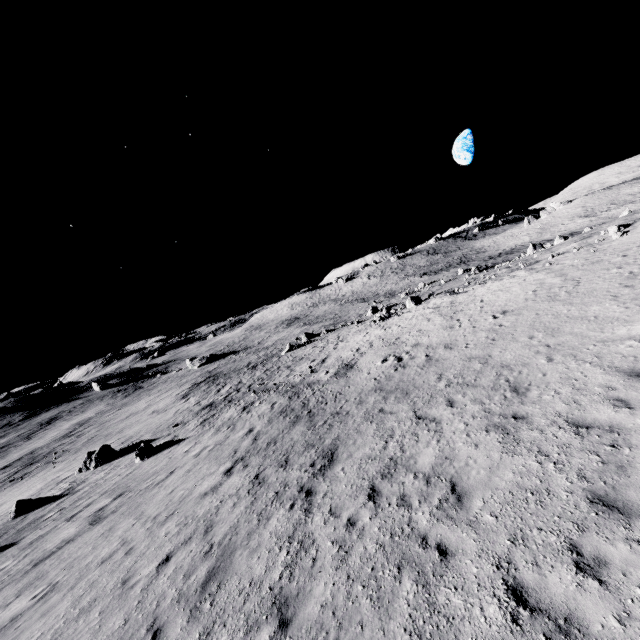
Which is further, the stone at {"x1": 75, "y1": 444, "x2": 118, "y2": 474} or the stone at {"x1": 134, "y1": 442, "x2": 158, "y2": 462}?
the stone at {"x1": 75, "y1": 444, "x2": 118, "y2": 474}

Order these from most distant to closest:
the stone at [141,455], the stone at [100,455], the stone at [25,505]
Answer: the stone at [100,455]
the stone at [141,455]
the stone at [25,505]

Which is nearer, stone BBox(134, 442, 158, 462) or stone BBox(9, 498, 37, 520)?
stone BBox(9, 498, 37, 520)

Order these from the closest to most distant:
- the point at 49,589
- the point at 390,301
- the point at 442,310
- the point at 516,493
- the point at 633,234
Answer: the point at 516,493 < the point at 49,589 < the point at 633,234 < the point at 442,310 < the point at 390,301

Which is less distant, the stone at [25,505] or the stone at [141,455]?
the stone at [25,505]

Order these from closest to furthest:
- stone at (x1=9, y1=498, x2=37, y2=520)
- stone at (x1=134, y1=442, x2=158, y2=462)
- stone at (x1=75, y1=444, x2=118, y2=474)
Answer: stone at (x1=9, y1=498, x2=37, y2=520) → stone at (x1=134, y1=442, x2=158, y2=462) → stone at (x1=75, y1=444, x2=118, y2=474)

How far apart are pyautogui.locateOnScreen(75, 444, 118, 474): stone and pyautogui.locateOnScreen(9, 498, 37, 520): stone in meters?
2.9 m

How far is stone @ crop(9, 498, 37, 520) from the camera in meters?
18.0
